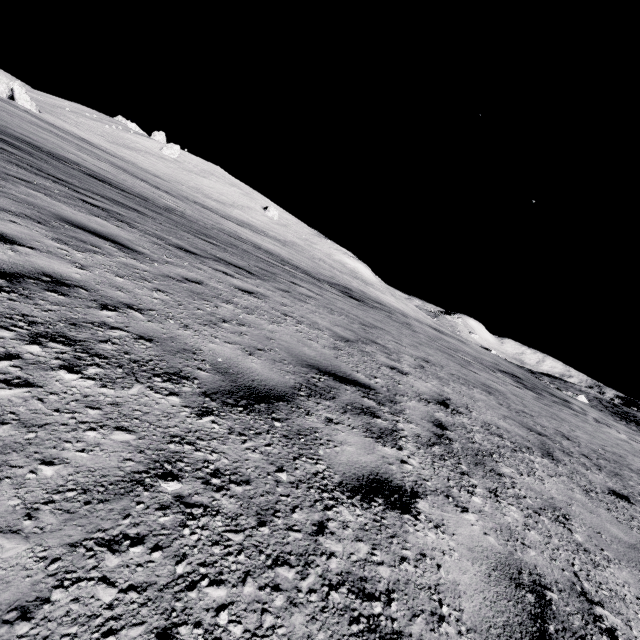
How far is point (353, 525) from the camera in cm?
173
